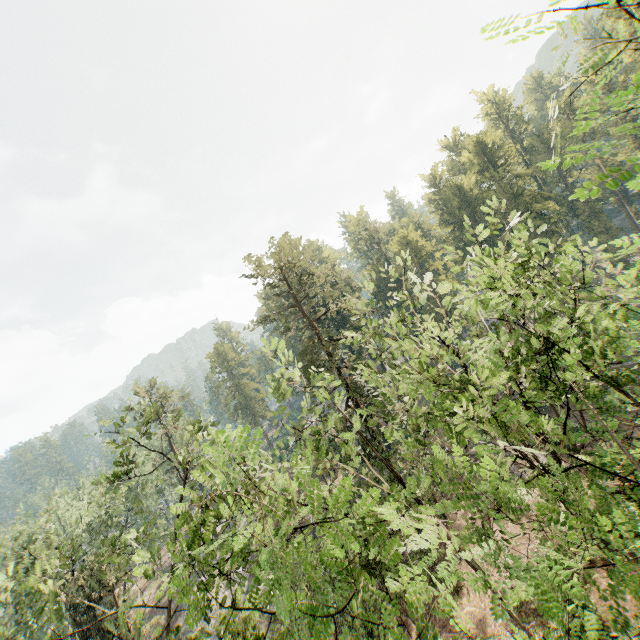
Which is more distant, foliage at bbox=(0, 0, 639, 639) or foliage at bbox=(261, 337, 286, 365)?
foliage at bbox=(261, 337, 286, 365)

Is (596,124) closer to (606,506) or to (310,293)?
(606,506)

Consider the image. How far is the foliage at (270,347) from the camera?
8.21m

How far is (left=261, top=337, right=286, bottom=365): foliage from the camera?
8.2m

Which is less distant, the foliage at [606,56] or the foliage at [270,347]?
the foliage at [606,56]
